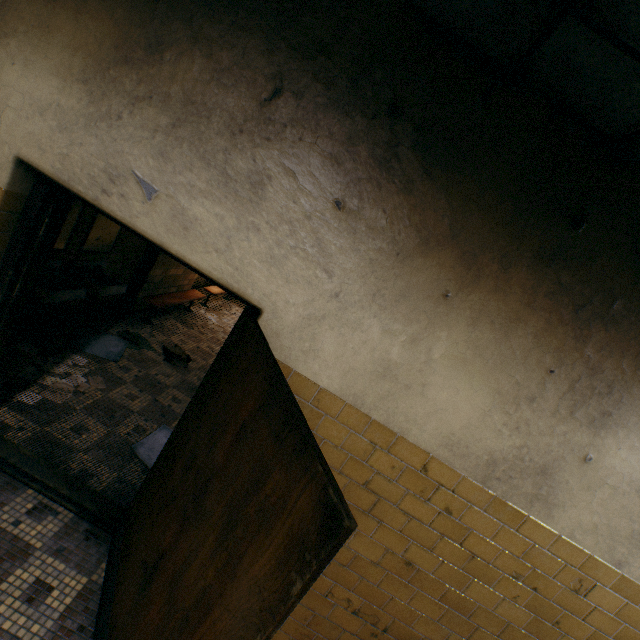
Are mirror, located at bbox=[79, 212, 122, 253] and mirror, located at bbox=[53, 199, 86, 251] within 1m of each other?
yes

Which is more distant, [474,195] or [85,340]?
[85,340]

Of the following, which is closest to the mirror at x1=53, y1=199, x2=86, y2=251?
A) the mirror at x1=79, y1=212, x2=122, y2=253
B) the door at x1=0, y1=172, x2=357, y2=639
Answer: the mirror at x1=79, y1=212, x2=122, y2=253

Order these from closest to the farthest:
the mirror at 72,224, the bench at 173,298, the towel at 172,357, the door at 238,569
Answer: the door at 238,569 < the mirror at 72,224 < the towel at 172,357 < the bench at 173,298

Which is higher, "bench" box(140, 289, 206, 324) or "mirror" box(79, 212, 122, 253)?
"mirror" box(79, 212, 122, 253)

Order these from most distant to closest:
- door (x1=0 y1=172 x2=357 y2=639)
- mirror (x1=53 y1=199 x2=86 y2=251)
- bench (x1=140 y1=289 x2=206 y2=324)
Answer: bench (x1=140 y1=289 x2=206 y2=324) < mirror (x1=53 y1=199 x2=86 y2=251) < door (x1=0 y1=172 x2=357 y2=639)

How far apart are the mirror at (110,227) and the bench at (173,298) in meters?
1.2 m

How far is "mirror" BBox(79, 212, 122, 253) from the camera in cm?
399
